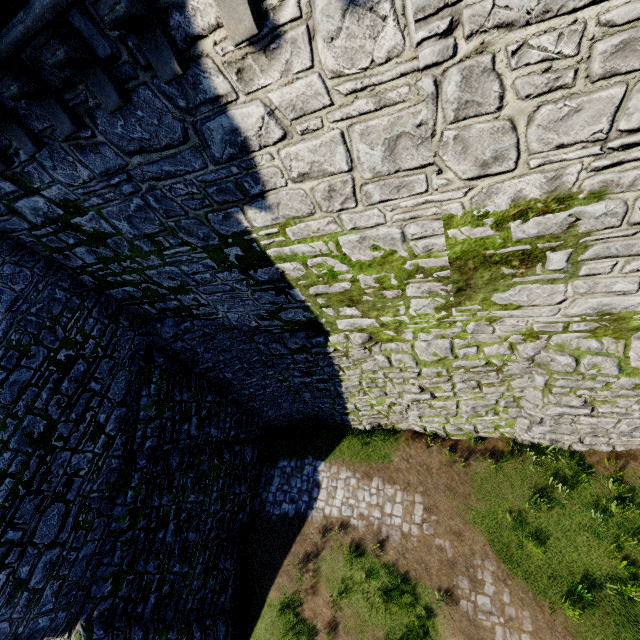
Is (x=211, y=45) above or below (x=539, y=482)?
above
